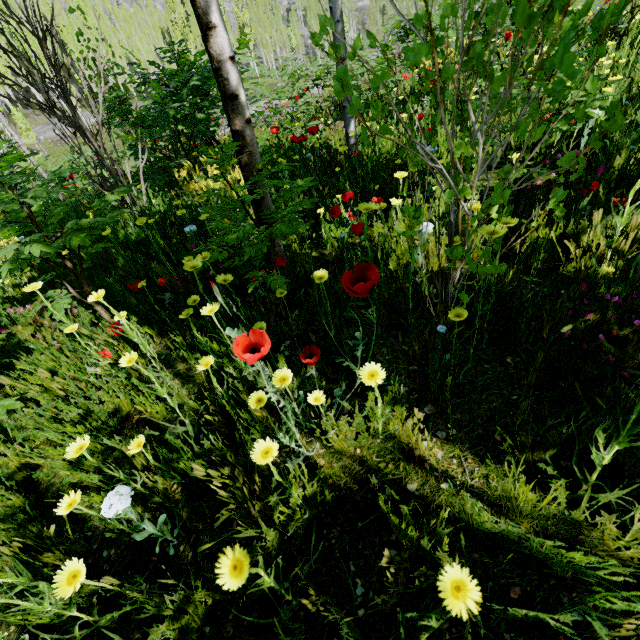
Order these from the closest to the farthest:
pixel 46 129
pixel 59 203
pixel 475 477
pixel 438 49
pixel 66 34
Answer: pixel 475 477 < pixel 59 203 < pixel 438 49 < pixel 66 34 < pixel 46 129

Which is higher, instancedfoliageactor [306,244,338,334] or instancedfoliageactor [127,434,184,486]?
instancedfoliageactor [306,244,338,334]

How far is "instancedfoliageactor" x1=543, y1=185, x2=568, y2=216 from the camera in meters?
1.2

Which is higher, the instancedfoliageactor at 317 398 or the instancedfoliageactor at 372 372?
the instancedfoliageactor at 372 372

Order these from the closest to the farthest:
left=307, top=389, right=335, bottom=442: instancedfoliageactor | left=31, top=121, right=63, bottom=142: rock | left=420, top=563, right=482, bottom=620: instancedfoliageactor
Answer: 1. left=420, top=563, right=482, bottom=620: instancedfoliageactor
2. left=307, top=389, right=335, bottom=442: instancedfoliageactor
3. left=31, top=121, right=63, bottom=142: rock

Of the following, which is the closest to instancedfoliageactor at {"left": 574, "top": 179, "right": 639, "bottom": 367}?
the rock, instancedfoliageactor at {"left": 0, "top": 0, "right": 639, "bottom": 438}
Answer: instancedfoliageactor at {"left": 0, "top": 0, "right": 639, "bottom": 438}

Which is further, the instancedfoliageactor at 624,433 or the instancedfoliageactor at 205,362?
the instancedfoliageactor at 205,362
